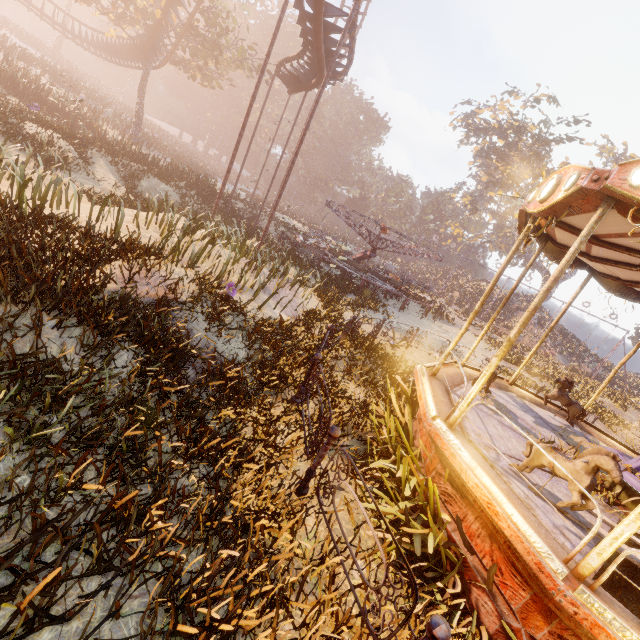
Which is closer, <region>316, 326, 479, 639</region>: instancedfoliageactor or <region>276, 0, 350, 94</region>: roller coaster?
<region>316, 326, 479, 639</region>: instancedfoliageactor

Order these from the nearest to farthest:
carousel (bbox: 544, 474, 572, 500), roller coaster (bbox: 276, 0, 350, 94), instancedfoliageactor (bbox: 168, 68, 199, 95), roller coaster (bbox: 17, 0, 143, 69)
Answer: carousel (bbox: 544, 474, 572, 500) → roller coaster (bbox: 276, 0, 350, 94) → roller coaster (bbox: 17, 0, 143, 69) → instancedfoliageactor (bbox: 168, 68, 199, 95)

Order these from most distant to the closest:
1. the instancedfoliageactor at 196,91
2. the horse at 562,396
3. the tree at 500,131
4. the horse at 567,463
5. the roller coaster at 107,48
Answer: the instancedfoliageactor at 196,91
the tree at 500,131
the roller coaster at 107,48
the horse at 562,396
the horse at 567,463

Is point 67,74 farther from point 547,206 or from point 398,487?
point 398,487

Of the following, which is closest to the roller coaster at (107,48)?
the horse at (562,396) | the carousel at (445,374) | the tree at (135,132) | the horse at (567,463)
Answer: the tree at (135,132)

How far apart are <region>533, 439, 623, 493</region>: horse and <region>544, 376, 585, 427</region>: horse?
4.3 meters

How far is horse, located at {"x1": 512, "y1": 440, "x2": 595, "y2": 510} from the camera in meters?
3.6 m
